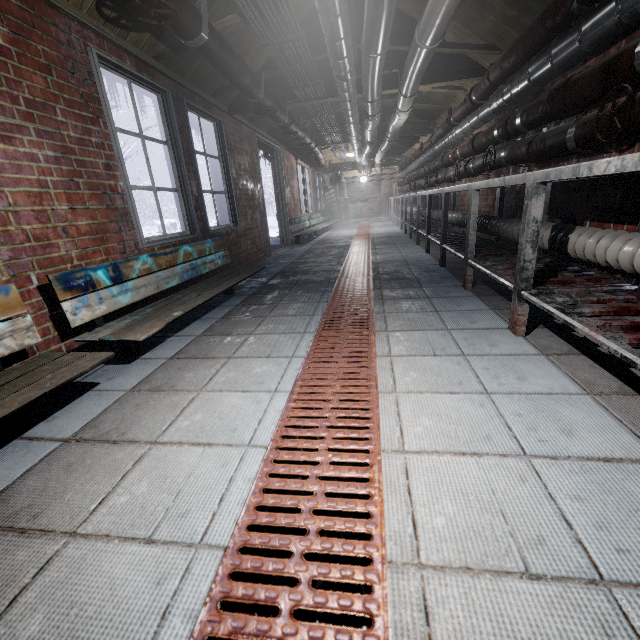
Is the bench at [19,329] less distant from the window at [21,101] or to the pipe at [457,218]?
the window at [21,101]

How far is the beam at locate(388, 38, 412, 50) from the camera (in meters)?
3.22

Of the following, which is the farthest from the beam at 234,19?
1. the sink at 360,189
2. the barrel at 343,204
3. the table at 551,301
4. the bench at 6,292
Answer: the sink at 360,189

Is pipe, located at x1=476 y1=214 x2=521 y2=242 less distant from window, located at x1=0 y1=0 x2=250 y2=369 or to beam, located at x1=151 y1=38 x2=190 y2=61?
beam, located at x1=151 y1=38 x2=190 y2=61

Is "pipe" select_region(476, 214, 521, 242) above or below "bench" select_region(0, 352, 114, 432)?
above

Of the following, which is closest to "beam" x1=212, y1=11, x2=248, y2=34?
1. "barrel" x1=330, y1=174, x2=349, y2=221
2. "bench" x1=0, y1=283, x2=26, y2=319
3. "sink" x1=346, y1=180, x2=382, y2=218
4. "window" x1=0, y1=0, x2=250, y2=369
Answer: "window" x1=0, y1=0, x2=250, y2=369

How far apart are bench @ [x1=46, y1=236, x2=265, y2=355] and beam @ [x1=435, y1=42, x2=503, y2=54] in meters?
1.5

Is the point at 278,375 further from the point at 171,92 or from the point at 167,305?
the point at 171,92
